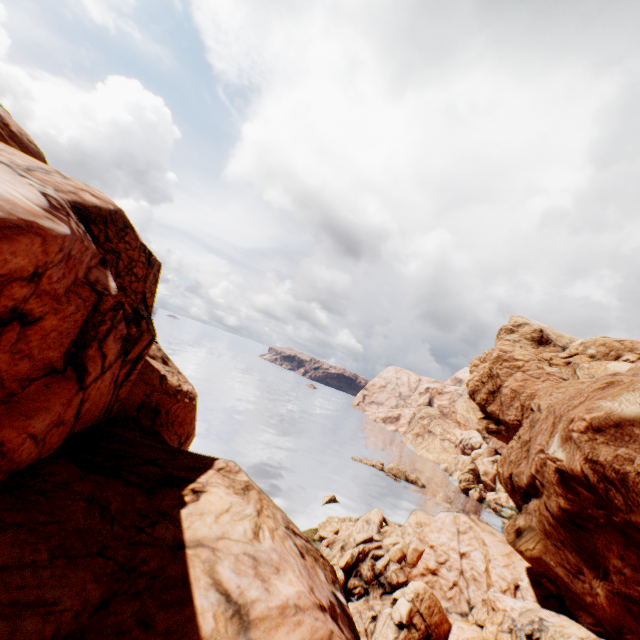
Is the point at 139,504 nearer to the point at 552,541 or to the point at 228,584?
the point at 228,584
